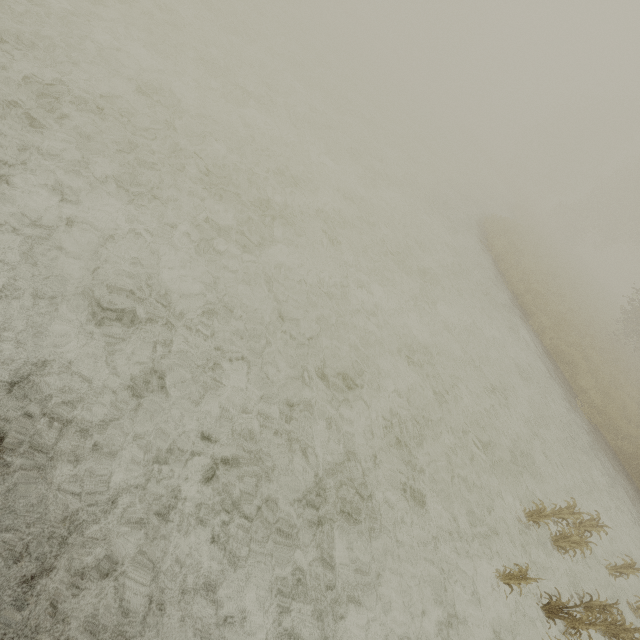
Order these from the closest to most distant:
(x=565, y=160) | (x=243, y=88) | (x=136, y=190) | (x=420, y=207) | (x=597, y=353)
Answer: (x=136, y=190), (x=243, y=88), (x=420, y=207), (x=597, y=353), (x=565, y=160)
